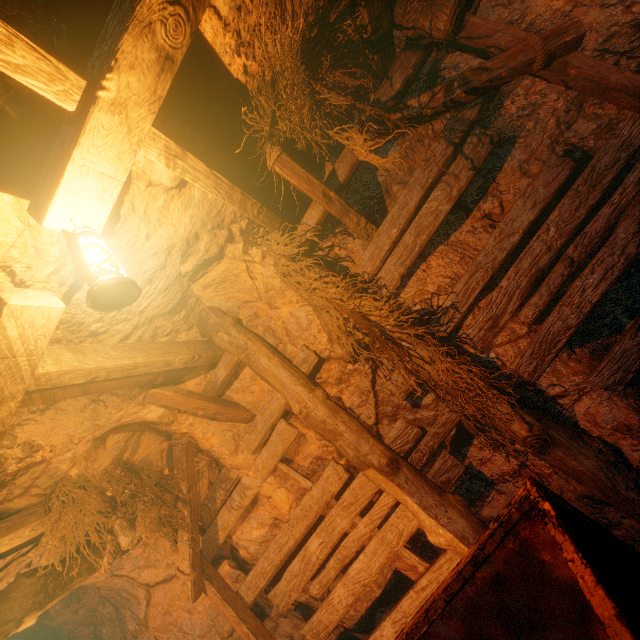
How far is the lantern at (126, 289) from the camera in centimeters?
147cm

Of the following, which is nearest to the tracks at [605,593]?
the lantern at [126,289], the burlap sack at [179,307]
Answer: the burlap sack at [179,307]

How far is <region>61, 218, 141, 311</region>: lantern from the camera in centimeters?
147cm

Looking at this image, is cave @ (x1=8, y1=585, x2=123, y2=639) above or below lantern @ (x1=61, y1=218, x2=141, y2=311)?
below

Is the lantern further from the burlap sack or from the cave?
the cave

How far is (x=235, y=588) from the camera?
4.3 meters

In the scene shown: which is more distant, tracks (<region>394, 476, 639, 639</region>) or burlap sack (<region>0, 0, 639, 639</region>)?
burlap sack (<region>0, 0, 639, 639</region>)
